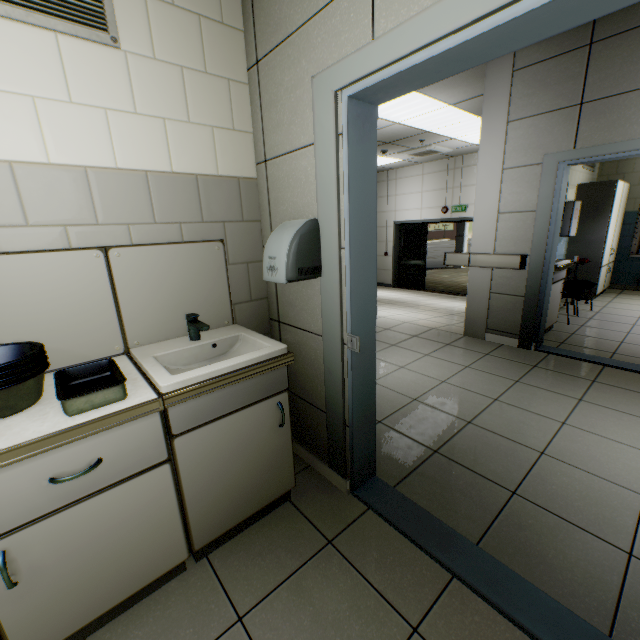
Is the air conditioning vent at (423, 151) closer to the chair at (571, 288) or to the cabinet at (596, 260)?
the cabinet at (596, 260)

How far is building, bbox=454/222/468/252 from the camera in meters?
14.9

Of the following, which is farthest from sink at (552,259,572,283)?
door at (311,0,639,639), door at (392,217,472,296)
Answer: door at (392,217,472,296)

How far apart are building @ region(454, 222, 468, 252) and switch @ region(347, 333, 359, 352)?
15.4 meters

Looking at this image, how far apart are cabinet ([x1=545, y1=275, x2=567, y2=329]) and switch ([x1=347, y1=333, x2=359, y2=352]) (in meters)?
3.72

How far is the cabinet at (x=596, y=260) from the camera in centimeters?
561cm

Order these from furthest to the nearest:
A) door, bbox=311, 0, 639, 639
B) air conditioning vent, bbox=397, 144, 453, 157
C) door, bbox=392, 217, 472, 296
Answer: door, bbox=392, 217, 472, 296
air conditioning vent, bbox=397, 144, 453, 157
door, bbox=311, 0, 639, 639

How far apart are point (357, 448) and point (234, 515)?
0.7m
